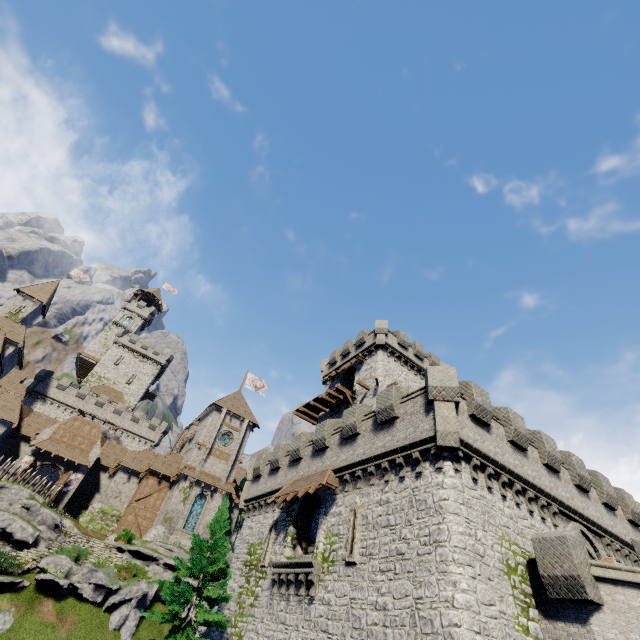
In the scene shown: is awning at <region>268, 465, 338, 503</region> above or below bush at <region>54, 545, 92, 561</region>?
above

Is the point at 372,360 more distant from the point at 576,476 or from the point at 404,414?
the point at 576,476

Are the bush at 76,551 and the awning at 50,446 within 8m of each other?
no

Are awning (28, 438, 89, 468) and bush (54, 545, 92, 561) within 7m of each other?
no

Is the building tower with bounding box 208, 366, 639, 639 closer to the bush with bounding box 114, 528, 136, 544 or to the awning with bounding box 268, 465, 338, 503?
the awning with bounding box 268, 465, 338, 503

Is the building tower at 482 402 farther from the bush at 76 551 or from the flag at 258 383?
the flag at 258 383

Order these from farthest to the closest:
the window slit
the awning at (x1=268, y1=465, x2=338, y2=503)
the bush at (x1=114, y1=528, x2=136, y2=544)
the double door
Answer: the double door
the bush at (x1=114, y1=528, x2=136, y2=544)
the awning at (x1=268, y1=465, x2=338, y2=503)
the window slit

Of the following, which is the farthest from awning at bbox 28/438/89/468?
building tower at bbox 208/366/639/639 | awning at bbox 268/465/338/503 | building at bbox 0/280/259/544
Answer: awning at bbox 268/465/338/503
